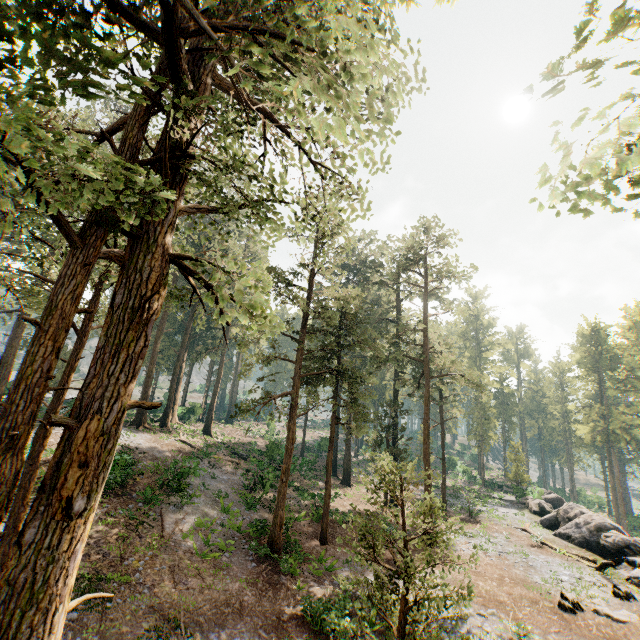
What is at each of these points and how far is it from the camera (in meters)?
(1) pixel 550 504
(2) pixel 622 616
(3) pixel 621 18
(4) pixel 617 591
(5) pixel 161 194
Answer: (1) rock, 36.69
(2) foliage, 15.48
(3) foliage, 1.85
(4) foliage, 17.70
(5) foliage, 4.00

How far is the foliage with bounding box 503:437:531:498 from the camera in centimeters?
4066cm

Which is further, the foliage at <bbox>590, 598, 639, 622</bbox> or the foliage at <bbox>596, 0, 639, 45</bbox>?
the foliage at <bbox>590, 598, 639, 622</bbox>

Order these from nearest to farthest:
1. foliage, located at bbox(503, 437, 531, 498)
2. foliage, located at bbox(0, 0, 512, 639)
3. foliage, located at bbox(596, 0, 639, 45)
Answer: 1. foliage, located at bbox(596, 0, 639, 45)
2. foliage, located at bbox(0, 0, 512, 639)
3. foliage, located at bbox(503, 437, 531, 498)

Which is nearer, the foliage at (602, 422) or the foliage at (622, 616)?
the foliage at (622, 616)

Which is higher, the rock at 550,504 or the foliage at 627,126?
the foliage at 627,126

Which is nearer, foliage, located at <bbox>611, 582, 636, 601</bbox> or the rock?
foliage, located at <bbox>611, 582, 636, 601</bbox>
